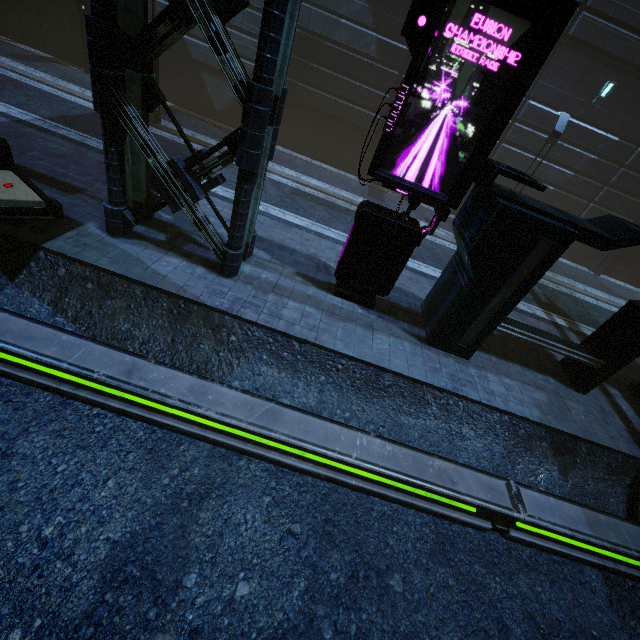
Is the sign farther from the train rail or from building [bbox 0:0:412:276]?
the train rail

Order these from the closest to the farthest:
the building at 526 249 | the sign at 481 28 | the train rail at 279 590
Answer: the train rail at 279 590 → the sign at 481 28 → the building at 526 249

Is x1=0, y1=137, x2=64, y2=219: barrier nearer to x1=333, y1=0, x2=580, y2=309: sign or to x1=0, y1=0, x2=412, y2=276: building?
x1=0, y1=0, x2=412, y2=276: building

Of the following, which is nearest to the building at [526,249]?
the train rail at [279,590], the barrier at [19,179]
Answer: the train rail at [279,590]

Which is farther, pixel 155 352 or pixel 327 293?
pixel 327 293

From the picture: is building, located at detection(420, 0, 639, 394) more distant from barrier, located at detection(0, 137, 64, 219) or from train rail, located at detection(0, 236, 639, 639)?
barrier, located at detection(0, 137, 64, 219)

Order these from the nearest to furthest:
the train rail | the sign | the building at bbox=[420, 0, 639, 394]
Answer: the train rail → the sign → the building at bbox=[420, 0, 639, 394]
